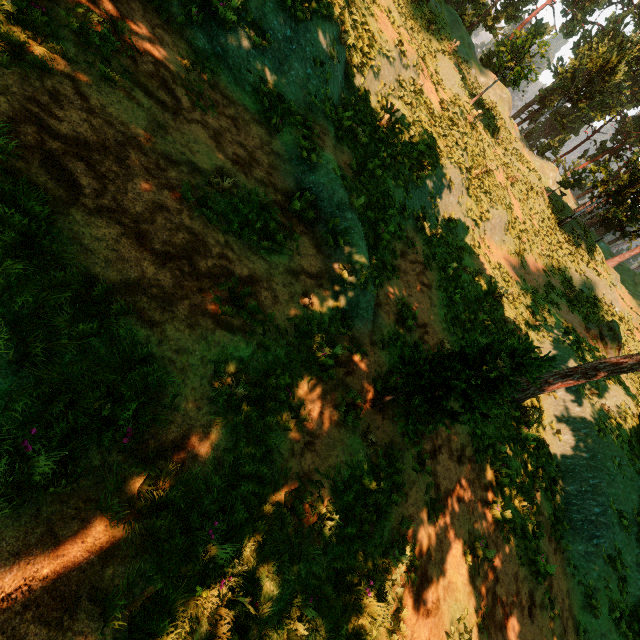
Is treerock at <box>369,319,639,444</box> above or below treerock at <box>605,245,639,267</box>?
below

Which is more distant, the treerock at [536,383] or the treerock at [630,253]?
the treerock at [630,253]

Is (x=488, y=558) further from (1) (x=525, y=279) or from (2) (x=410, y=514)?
(1) (x=525, y=279)

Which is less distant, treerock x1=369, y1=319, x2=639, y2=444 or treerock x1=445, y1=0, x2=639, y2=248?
treerock x1=369, y1=319, x2=639, y2=444

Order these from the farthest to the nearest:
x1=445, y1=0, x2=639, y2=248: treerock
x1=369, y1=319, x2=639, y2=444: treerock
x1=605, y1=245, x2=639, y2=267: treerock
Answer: x1=605, y1=245, x2=639, y2=267: treerock → x1=445, y1=0, x2=639, y2=248: treerock → x1=369, y1=319, x2=639, y2=444: treerock

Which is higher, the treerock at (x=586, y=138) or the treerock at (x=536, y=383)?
the treerock at (x=586, y=138)
